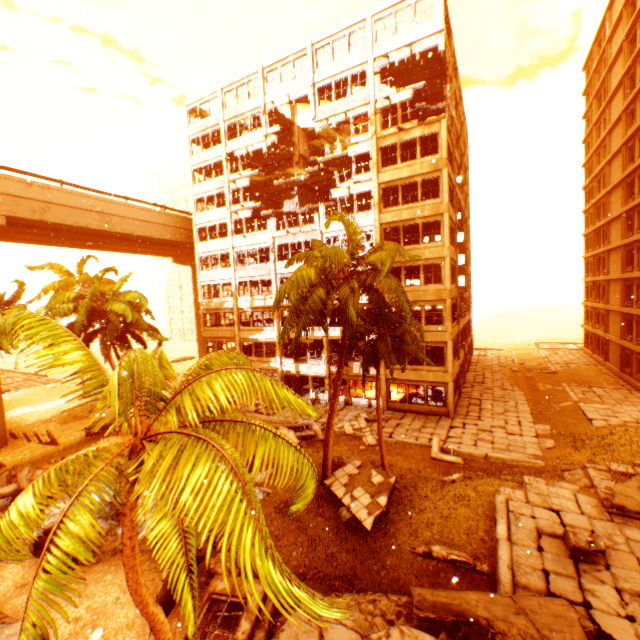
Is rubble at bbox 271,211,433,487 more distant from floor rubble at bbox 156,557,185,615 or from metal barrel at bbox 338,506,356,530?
metal barrel at bbox 338,506,356,530

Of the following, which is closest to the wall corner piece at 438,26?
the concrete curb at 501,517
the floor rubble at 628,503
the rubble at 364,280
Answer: the rubble at 364,280

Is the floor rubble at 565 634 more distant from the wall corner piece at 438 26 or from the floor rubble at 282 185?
the floor rubble at 282 185

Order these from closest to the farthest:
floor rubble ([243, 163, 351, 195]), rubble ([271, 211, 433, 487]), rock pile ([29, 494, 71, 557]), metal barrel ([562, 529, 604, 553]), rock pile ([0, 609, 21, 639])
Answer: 1. rock pile ([0, 609, 21, 639])
2. metal barrel ([562, 529, 604, 553])
3. rock pile ([29, 494, 71, 557])
4. rubble ([271, 211, 433, 487])
5. floor rubble ([243, 163, 351, 195])

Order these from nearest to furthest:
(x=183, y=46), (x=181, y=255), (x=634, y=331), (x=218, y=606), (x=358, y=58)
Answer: (x=218, y=606) < (x=183, y=46) < (x=358, y=58) < (x=634, y=331) < (x=181, y=255)

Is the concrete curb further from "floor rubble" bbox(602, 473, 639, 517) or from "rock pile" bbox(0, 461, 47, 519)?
"floor rubble" bbox(602, 473, 639, 517)

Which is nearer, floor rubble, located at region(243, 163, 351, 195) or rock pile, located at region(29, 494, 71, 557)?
rock pile, located at region(29, 494, 71, 557)

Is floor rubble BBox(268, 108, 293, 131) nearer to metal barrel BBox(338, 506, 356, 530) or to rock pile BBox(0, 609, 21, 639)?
rock pile BBox(0, 609, 21, 639)
